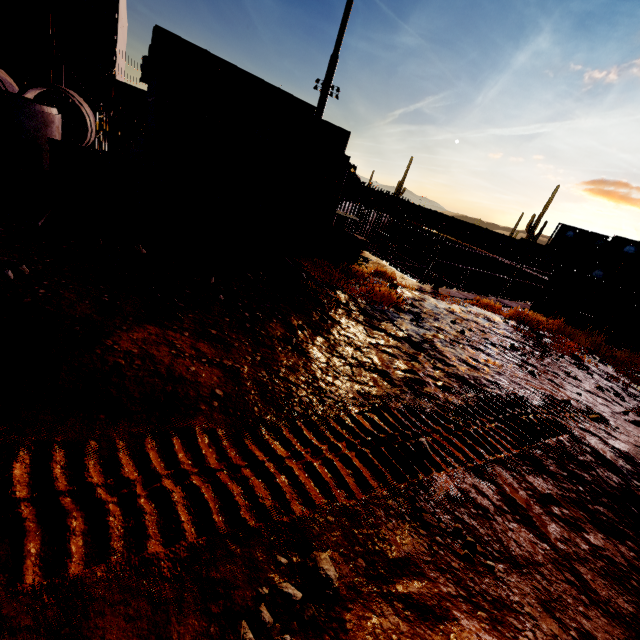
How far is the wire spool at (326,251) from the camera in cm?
733

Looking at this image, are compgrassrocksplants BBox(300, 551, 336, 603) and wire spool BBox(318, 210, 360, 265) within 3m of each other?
no

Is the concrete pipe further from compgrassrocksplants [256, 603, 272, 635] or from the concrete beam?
compgrassrocksplants [256, 603, 272, 635]

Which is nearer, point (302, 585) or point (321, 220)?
point (302, 585)

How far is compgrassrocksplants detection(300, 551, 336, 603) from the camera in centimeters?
155cm

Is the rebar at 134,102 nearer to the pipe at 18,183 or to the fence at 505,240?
the fence at 505,240

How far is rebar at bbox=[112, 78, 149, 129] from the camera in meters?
28.4 m

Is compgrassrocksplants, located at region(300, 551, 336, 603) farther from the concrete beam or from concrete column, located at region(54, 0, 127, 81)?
concrete column, located at region(54, 0, 127, 81)
